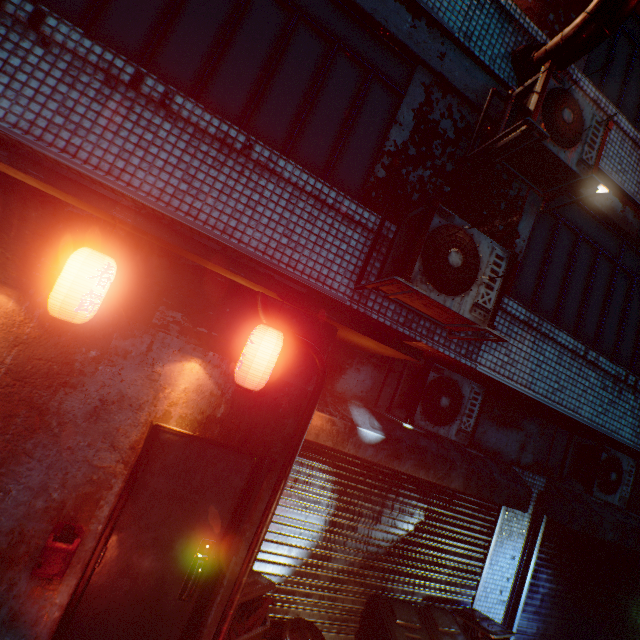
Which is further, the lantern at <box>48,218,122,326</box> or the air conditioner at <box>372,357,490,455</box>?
the air conditioner at <box>372,357,490,455</box>

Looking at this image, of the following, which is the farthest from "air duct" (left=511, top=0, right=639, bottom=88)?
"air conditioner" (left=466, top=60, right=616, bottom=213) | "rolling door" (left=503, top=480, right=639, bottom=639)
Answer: "rolling door" (left=503, top=480, right=639, bottom=639)

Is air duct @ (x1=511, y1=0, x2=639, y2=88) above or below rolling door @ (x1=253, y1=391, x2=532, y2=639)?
above

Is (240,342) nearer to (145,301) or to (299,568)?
(145,301)

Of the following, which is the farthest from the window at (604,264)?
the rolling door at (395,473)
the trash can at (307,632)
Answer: the trash can at (307,632)

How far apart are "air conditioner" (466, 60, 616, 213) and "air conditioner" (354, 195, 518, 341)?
0.9 meters

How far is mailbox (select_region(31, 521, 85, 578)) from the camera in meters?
2.1

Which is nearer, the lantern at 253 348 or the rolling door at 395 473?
the lantern at 253 348
